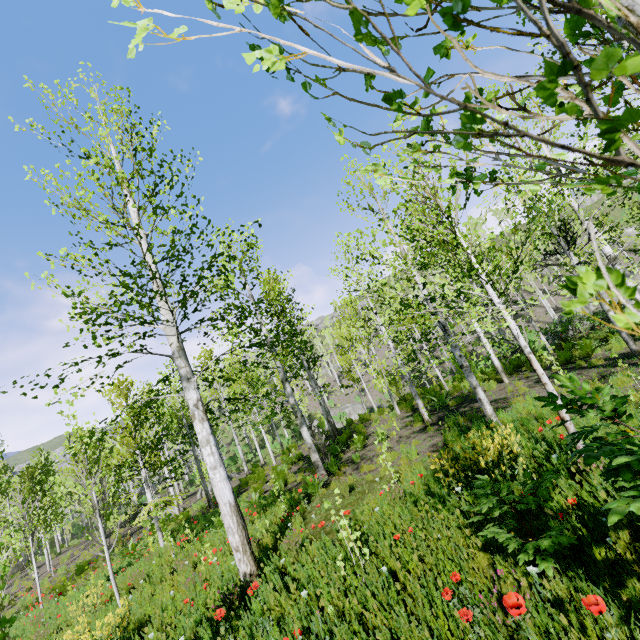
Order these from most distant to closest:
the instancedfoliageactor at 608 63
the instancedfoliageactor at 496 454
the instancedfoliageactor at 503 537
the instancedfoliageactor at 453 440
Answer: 1. the instancedfoliageactor at 453 440
2. the instancedfoliageactor at 496 454
3. the instancedfoliageactor at 503 537
4. the instancedfoliageactor at 608 63

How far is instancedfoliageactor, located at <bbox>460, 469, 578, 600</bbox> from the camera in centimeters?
252cm

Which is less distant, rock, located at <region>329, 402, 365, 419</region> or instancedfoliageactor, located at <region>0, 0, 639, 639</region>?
instancedfoliageactor, located at <region>0, 0, 639, 639</region>

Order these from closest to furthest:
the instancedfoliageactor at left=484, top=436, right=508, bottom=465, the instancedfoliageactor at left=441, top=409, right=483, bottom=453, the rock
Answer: the instancedfoliageactor at left=484, top=436, right=508, bottom=465 < the instancedfoliageactor at left=441, top=409, right=483, bottom=453 < the rock

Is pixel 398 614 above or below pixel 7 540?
below

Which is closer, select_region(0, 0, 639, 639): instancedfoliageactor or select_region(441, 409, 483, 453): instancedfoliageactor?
select_region(0, 0, 639, 639): instancedfoliageactor

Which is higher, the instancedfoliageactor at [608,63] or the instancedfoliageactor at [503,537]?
the instancedfoliageactor at [503,537]
